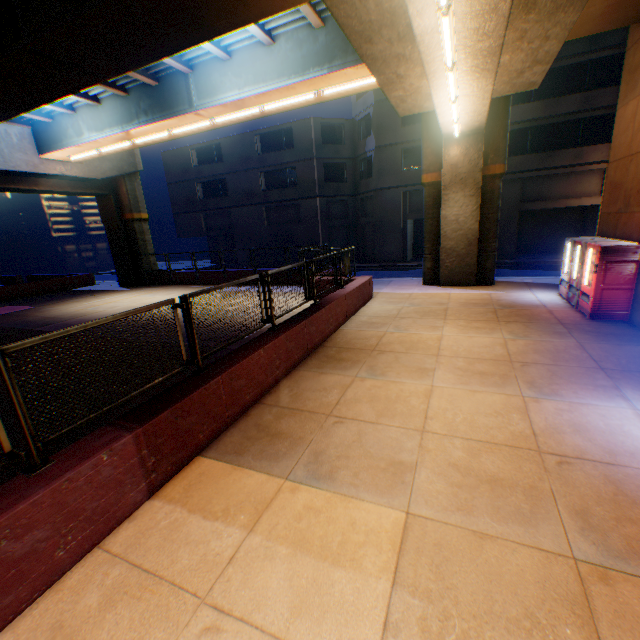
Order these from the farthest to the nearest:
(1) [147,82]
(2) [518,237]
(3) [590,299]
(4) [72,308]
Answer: (2) [518,237] → (4) [72,308] → (1) [147,82] → (3) [590,299]

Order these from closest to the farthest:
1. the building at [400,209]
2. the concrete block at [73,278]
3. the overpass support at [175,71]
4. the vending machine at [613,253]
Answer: the overpass support at [175,71] → the vending machine at [613,253] → the concrete block at [73,278] → the building at [400,209]

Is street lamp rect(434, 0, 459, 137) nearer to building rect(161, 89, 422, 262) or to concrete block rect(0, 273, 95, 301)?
concrete block rect(0, 273, 95, 301)

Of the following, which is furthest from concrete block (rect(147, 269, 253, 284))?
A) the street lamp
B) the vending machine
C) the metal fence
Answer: the vending machine

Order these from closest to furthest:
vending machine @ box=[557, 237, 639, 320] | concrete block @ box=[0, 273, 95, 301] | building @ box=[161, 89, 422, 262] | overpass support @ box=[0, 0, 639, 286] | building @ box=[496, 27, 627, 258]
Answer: overpass support @ box=[0, 0, 639, 286], vending machine @ box=[557, 237, 639, 320], building @ box=[496, 27, 627, 258], concrete block @ box=[0, 273, 95, 301], building @ box=[161, 89, 422, 262]

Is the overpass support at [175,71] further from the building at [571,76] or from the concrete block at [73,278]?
the building at [571,76]

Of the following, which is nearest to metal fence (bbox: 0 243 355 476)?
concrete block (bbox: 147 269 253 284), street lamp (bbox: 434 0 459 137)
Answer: concrete block (bbox: 147 269 253 284)

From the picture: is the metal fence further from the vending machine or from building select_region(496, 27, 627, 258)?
building select_region(496, 27, 627, 258)
